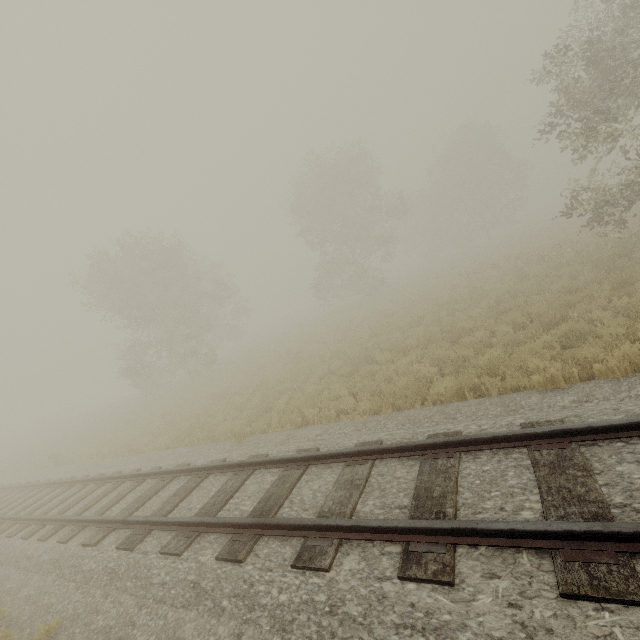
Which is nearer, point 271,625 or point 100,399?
point 271,625
